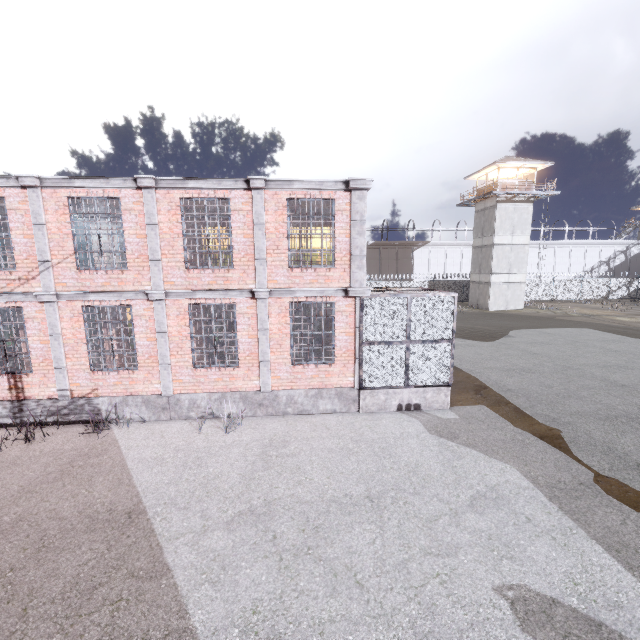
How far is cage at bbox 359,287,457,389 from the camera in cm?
991

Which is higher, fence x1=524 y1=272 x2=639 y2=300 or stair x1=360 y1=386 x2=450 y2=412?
fence x1=524 y1=272 x2=639 y2=300

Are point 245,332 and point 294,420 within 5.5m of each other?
yes

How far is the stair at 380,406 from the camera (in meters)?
10.35

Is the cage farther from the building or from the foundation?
the building

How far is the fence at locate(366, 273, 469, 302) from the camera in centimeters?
3959cm

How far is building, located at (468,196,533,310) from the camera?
33.3 meters

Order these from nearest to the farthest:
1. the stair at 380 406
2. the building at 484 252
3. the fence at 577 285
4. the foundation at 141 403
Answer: the foundation at 141 403 → the stair at 380 406 → the building at 484 252 → the fence at 577 285
